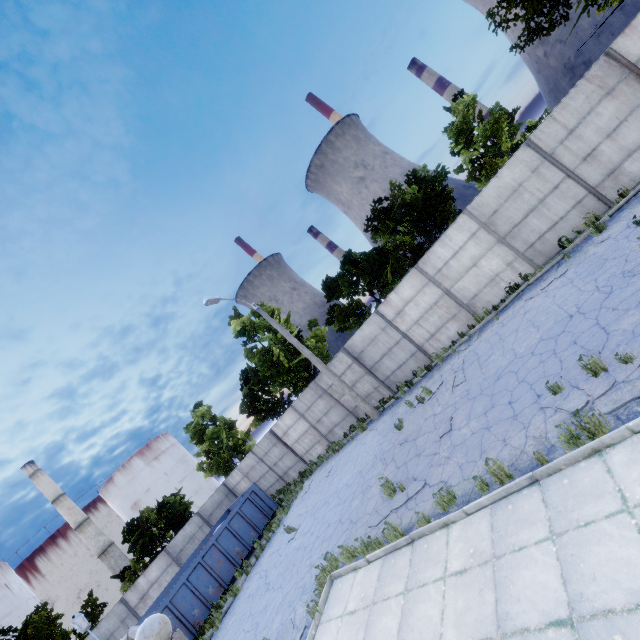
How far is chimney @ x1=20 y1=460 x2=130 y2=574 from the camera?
41.6 meters

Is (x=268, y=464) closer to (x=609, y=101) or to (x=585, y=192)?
Answer: (x=585, y=192)

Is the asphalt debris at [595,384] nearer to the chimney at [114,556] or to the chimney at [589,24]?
the chimney at [114,556]

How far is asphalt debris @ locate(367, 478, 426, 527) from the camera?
8.01m

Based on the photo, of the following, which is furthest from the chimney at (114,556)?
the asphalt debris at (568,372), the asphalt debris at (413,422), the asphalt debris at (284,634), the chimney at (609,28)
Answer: the chimney at (609,28)

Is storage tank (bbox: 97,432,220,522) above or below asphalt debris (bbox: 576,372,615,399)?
above

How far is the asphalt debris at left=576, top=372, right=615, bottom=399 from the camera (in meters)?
5.39
